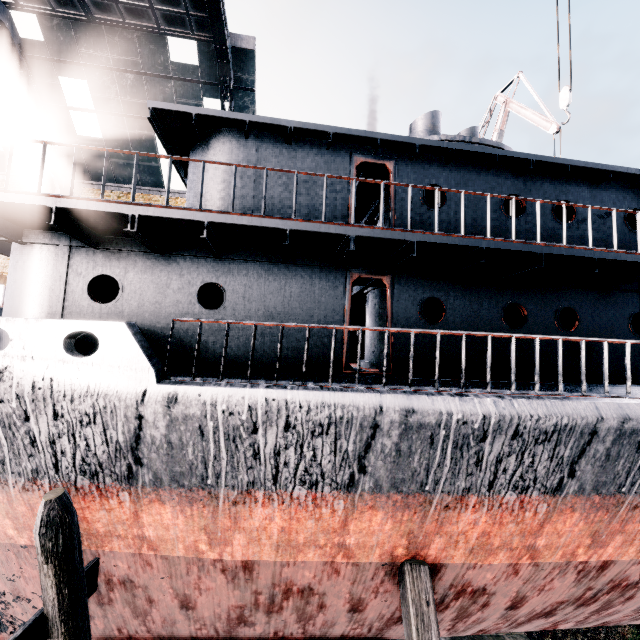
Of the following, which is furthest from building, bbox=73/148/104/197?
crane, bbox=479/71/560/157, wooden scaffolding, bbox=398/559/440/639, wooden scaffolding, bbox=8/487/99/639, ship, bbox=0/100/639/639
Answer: crane, bbox=479/71/560/157

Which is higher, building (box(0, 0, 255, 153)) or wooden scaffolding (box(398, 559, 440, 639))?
building (box(0, 0, 255, 153))

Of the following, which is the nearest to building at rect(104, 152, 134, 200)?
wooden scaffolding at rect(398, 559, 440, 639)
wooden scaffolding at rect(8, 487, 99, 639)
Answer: wooden scaffolding at rect(8, 487, 99, 639)

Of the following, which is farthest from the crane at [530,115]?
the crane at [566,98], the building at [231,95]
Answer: the building at [231,95]

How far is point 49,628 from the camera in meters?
4.2 m

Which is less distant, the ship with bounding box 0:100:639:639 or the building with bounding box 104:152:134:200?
the ship with bounding box 0:100:639:639

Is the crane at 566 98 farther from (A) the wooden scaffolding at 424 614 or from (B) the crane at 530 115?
(B) the crane at 530 115

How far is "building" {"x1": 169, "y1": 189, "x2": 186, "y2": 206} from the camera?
→ 24.8m
